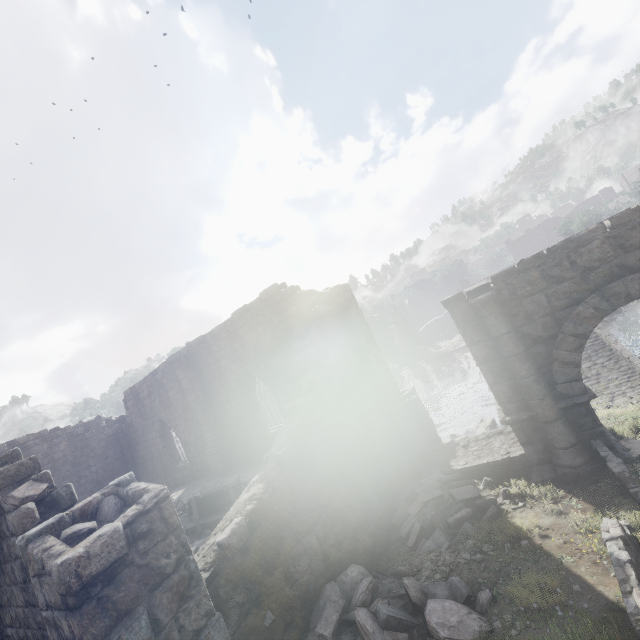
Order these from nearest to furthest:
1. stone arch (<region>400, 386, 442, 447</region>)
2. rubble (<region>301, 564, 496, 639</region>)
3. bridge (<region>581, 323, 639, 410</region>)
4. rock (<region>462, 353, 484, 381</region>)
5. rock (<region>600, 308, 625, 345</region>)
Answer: rubble (<region>301, 564, 496, 639</region>) < stone arch (<region>400, 386, 442, 447</region>) < bridge (<region>581, 323, 639, 410</region>) < rock (<region>600, 308, 625, 345</region>) < rock (<region>462, 353, 484, 381</region>)

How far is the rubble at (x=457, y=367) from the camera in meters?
33.4

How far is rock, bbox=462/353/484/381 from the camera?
30.5 meters

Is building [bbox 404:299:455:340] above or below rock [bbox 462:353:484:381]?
above

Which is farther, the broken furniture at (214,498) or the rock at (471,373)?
the rock at (471,373)

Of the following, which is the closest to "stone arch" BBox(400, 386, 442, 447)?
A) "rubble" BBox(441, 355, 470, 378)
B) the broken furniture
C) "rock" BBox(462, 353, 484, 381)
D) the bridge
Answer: "rock" BBox(462, 353, 484, 381)

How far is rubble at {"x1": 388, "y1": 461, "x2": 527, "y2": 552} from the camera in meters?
7.8 m

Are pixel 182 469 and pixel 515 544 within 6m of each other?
no
